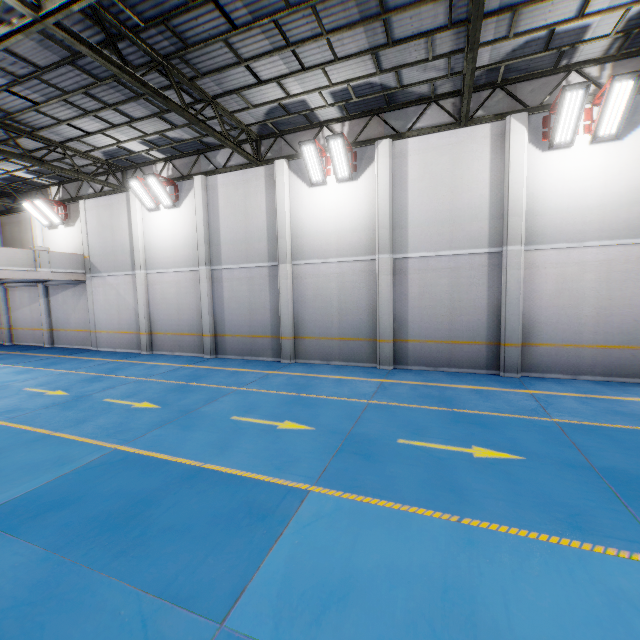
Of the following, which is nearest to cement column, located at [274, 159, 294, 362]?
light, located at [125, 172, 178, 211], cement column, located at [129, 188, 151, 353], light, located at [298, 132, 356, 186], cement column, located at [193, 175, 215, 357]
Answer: light, located at [298, 132, 356, 186]

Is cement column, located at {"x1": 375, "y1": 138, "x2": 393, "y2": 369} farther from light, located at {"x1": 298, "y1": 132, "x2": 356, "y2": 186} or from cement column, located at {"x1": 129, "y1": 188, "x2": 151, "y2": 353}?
cement column, located at {"x1": 129, "y1": 188, "x2": 151, "y2": 353}

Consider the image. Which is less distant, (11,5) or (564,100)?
(11,5)

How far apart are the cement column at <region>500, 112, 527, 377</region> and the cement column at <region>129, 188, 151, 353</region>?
15.23m

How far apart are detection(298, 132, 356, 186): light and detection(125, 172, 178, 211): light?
7.4 meters

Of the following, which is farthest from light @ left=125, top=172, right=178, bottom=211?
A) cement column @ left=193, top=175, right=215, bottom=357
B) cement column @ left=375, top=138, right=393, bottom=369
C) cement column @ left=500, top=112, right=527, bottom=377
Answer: cement column @ left=500, top=112, right=527, bottom=377

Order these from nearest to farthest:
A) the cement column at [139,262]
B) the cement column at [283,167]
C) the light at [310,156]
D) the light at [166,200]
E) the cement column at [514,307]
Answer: the cement column at [514,307] → the light at [310,156] → the cement column at [283,167] → the light at [166,200] → the cement column at [139,262]

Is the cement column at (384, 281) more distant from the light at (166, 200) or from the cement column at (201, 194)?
the light at (166, 200)
